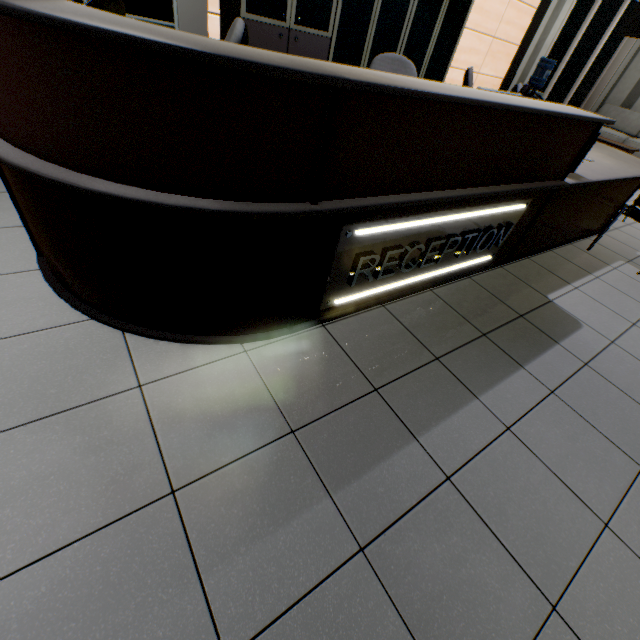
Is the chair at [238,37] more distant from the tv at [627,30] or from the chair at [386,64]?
the tv at [627,30]

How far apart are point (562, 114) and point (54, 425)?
2.8m

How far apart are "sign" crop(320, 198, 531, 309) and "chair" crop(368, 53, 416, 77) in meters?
1.0 m

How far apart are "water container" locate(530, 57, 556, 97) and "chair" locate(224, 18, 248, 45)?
6.8m

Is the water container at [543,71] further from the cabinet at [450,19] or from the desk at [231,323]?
the cabinet at [450,19]

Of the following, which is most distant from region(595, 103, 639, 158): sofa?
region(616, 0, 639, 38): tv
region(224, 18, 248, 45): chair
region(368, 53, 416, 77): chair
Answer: region(224, 18, 248, 45): chair

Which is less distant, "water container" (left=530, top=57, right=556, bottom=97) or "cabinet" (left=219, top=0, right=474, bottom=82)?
"cabinet" (left=219, top=0, right=474, bottom=82)

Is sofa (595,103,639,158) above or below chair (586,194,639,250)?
above
